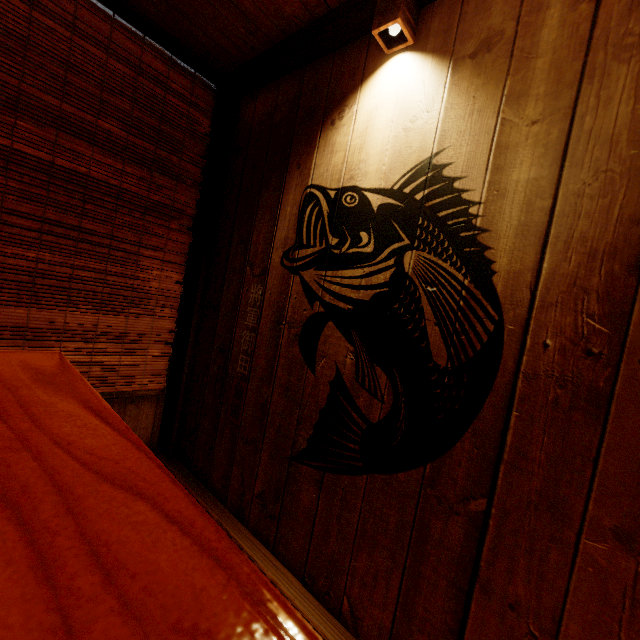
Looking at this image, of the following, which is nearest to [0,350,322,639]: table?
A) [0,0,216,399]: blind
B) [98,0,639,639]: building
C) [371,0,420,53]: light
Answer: [98,0,639,639]: building

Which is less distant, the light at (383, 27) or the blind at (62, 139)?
the light at (383, 27)

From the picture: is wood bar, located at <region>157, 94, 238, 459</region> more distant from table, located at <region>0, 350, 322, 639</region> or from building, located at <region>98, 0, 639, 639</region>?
table, located at <region>0, 350, 322, 639</region>

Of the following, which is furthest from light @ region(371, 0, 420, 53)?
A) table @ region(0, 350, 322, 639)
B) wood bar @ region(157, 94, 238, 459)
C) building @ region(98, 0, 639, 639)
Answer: table @ region(0, 350, 322, 639)

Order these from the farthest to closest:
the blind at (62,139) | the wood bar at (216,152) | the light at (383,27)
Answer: the wood bar at (216,152) → the blind at (62,139) → the light at (383,27)

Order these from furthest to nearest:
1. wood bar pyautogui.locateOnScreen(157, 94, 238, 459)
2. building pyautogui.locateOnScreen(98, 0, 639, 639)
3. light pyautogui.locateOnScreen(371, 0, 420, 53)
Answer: wood bar pyautogui.locateOnScreen(157, 94, 238, 459) → light pyautogui.locateOnScreen(371, 0, 420, 53) → building pyautogui.locateOnScreen(98, 0, 639, 639)

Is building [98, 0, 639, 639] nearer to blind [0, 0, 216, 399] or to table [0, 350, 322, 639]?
blind [0, 0, 216, 399]

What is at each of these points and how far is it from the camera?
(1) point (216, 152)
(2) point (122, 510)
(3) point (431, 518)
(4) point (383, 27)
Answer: (1) wood bar, 4.3m
(2) table, 0.6m
(3) building, 2.1m
(4) light, 2.5m
